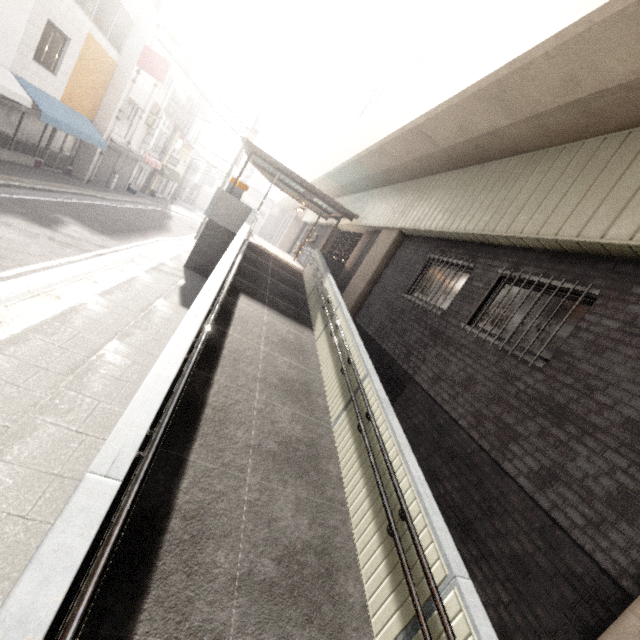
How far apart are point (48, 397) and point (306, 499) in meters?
3.4

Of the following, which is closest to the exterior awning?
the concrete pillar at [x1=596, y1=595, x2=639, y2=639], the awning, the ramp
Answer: the ramp

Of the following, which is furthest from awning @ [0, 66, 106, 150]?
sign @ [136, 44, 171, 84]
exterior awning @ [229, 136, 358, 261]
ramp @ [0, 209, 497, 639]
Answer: ramp @ [0, 209, 497, 639]

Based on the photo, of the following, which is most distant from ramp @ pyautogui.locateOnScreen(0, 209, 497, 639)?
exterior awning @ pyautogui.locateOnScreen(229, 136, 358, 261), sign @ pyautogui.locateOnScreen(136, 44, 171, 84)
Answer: sign @ pyautogui.locateOnScreen(136, 44, 171, 84)

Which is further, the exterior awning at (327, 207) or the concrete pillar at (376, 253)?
the exterior awning at (327, 207)

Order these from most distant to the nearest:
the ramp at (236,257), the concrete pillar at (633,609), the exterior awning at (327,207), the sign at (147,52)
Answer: the sign at (147,52) < the exterior awning at (327,207) < the concrete pillar at (633,609) < the ramp at (236,257)

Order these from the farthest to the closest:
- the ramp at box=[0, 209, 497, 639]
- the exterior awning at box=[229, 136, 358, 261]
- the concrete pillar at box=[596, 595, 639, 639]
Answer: the exterior awning at box=[229, 136, 358, 261], the concrete pillar at box=[596, 595, 639, 639], the ramp at box=[0, 209, 497, 639]

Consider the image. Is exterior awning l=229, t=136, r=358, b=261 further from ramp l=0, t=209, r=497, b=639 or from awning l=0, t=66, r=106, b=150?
awning l=0, t=66, r=106, b=150
